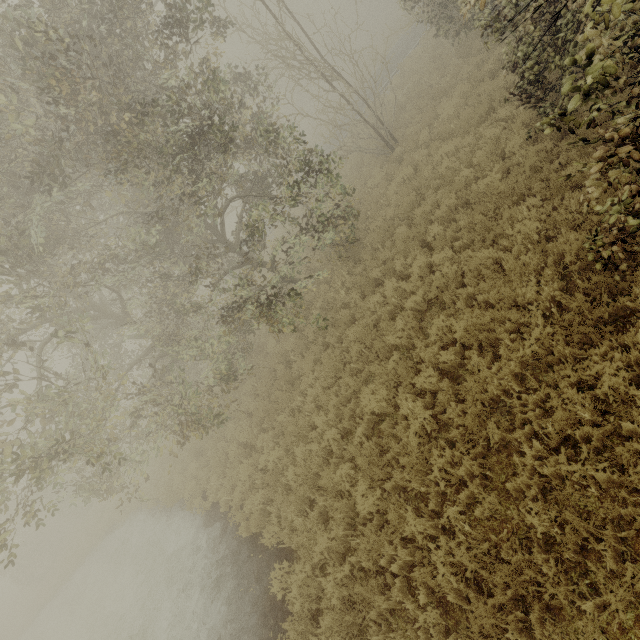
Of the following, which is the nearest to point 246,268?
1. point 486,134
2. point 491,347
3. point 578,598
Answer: point 486,134

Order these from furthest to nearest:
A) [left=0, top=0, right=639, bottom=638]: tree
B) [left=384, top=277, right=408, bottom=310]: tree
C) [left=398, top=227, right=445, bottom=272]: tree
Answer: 1. [left=384, top=277, right=408, bottom=310]: tree
2. [left=398, top=227, right=445, bottom=272]: tree
3. [left=0, top=0, right=639, bottom=638]: tree

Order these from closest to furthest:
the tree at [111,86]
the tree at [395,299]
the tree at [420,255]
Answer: the tree at [111,86], the tree at [420,255], the tree at [395,299]

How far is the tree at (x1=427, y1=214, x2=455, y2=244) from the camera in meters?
7.8 m

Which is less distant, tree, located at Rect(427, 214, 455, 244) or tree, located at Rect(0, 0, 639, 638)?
tree, located at Rect(0, 0, 639, 638)

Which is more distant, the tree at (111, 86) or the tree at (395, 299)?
the tree at (395, 299)
